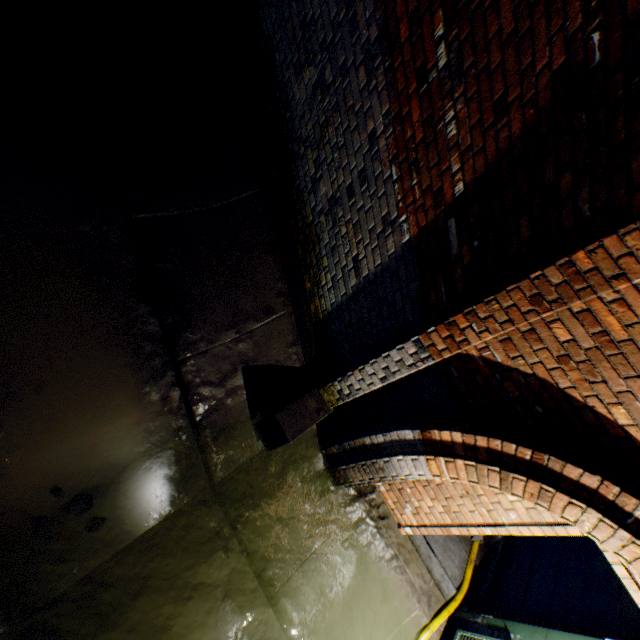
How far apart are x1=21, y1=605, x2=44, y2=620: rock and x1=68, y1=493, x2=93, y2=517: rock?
0.6m

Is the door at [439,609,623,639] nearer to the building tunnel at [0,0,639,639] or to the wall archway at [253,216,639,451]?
the building tunnel at [0,0,639,639]

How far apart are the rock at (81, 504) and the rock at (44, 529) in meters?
0.1 m

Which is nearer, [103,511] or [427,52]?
[427,52]

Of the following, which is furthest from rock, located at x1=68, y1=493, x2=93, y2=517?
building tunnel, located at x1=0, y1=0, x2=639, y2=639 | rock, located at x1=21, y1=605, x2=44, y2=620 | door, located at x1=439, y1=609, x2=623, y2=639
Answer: door, located at x1=439, y1=609, x2=623, y2=639

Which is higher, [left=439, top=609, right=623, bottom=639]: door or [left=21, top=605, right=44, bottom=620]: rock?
Answer: [left=439, top=609, right=623, bottom=639]: door

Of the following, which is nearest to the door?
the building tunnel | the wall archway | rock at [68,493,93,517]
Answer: the building tunnel

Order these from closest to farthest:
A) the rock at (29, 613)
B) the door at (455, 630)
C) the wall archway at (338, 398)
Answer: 1. the wall archway at (338, 398)
2. the rock at (29, 613)
3. the door at (455, 630)
